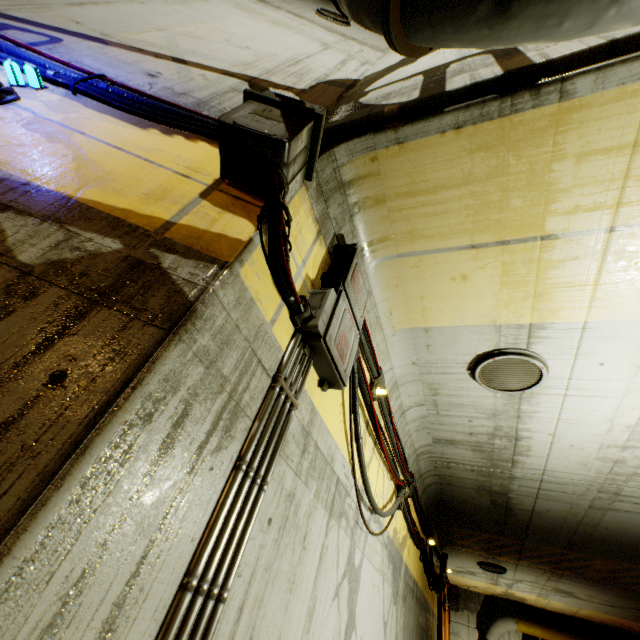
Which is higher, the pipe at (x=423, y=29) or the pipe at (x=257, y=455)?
the pipe at (x=423, y=29)

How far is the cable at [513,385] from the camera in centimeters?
374cm

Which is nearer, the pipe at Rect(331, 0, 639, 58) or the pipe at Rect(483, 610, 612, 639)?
the pipe at Rect(331, 0, 639, 58)

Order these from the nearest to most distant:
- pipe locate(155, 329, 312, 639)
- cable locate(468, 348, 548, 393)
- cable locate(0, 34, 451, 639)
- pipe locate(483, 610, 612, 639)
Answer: pipe locate(155, 329, 312, 639) < cable locate(0, 34, 451, 639) < cable locate(468, 348, 548, 393) < pipe locate(483, 610, 612, 639)

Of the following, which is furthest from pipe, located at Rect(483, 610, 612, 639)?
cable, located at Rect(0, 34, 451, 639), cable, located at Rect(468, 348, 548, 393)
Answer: cable, located at Rect(468, 348, 548, 393)

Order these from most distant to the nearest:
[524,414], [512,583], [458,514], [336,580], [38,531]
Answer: [512,583], [458,514], [524,414], [336,580], [38,531]

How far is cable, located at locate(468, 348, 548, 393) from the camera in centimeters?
374cm

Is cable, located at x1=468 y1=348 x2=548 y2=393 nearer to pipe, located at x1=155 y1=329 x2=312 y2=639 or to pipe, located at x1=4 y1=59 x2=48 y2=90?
pipe, located at x1=155 y1=329 x2=312 y2=639
